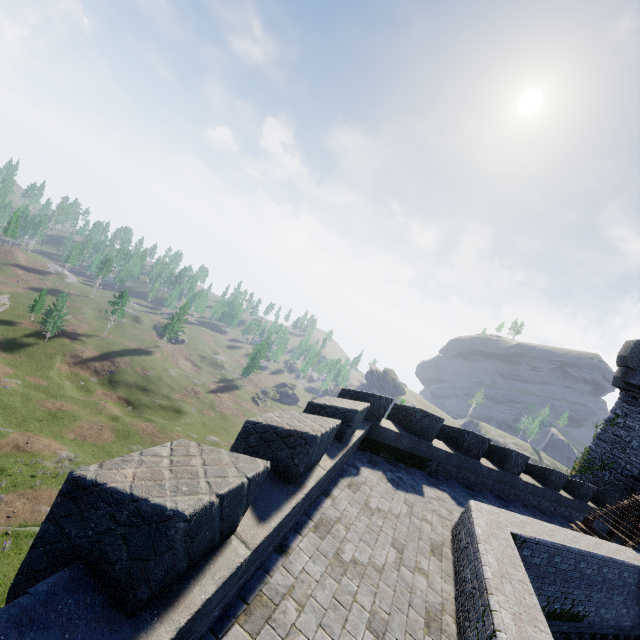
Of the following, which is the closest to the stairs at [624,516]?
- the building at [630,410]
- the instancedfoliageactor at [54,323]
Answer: the building at [630,410]

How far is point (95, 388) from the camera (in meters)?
59.66

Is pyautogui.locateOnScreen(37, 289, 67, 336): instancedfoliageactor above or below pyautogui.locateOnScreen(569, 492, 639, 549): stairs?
below

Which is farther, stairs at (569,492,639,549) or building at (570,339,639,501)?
building at (570,339,639,501)

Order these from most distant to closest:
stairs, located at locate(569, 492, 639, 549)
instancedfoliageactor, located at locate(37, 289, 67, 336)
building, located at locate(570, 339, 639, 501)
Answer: instancedfoliageactor, located at locate(37, 289, 67, 336) < building, located at locate(570, 339, 639, 501) < stairs, located at locate(569, 492, 639, 549)

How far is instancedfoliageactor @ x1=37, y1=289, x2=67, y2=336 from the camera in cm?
5841

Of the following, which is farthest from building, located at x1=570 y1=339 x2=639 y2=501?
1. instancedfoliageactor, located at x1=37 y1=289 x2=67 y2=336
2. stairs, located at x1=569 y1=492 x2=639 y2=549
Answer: instancedfoliageactor, located at x1=37 y1=289 x2=67 y2=336

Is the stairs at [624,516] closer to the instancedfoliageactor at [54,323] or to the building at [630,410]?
the building at [630,410]
